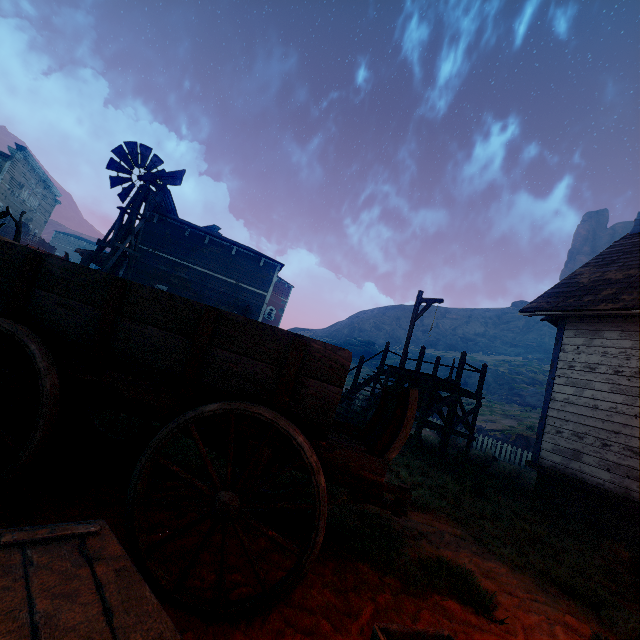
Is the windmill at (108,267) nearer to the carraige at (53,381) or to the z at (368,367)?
the z at (368,367)

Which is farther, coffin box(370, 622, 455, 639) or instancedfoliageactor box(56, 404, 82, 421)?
instancedfoliageactor box(56, 404, 82, 421)

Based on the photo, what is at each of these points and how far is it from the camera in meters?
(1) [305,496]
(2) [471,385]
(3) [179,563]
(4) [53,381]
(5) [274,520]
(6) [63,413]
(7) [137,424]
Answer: (1) z, 3.8 m
(2) z, 45.2 m
(3) z, 2.1 m
(4) carraige, 2.0 m
(5) z, 3.0 m
(6) instancedfoliageactor, 3.5 m
(7) z, 3.6 m

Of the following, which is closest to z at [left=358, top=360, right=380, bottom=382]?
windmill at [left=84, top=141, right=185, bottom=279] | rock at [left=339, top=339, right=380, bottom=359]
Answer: windmill at [left=84, top=141, right=185, bottom=279]

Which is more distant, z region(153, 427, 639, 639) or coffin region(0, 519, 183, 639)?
z region(153, 427, 639, 639)

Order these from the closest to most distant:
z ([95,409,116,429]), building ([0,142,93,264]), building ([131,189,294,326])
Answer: z ([95,409,116,429]), building ([131,189,294,326]), building ([0,142,93,264])

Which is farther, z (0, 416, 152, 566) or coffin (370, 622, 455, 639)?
z (0, 416, 152, 566)

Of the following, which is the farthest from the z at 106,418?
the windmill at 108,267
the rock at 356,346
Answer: the rock at 356,346
